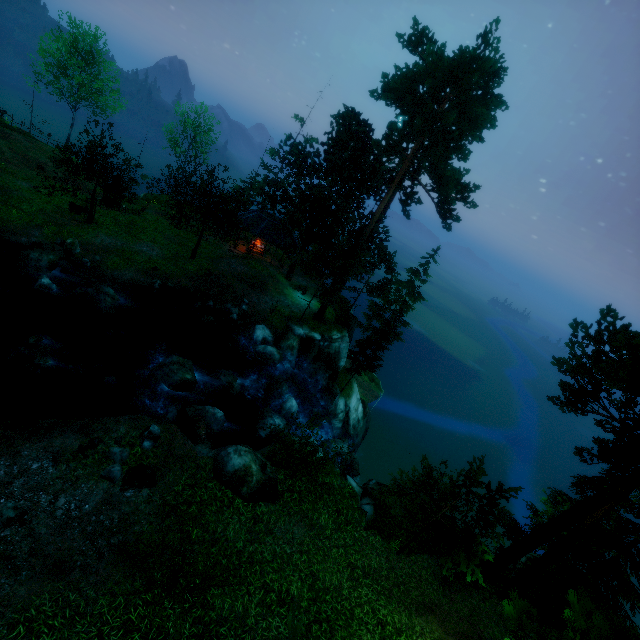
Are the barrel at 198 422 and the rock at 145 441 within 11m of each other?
yes

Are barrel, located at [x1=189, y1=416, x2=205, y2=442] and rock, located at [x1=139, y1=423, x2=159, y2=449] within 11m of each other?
yes

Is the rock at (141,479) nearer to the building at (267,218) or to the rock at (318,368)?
the rock at (318,368)

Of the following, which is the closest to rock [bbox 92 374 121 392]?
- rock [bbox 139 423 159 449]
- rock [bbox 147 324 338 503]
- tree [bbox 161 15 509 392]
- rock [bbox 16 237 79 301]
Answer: rock [bbox 147 324 338 503]

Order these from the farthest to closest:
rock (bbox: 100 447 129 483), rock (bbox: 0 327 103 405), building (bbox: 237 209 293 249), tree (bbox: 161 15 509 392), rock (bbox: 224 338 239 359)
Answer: building (bbox: 237 209 293 249)
rock (bbox: 224 338 239 359)
tree (bbox: 161 15 509 392)
rock (bbox: 0 327 103 405)
rock (bbox: 100 447 129 483)

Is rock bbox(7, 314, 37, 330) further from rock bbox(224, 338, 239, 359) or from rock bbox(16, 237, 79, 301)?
rock bbox(224, 338, 239, 359)

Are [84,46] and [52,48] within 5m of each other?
yes

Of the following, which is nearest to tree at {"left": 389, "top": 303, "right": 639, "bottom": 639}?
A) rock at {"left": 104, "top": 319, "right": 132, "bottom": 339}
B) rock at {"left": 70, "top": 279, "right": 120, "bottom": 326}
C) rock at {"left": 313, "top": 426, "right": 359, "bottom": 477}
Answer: rock at {"left": 70, "top": 279, "right": 120, "bottom": 326}
